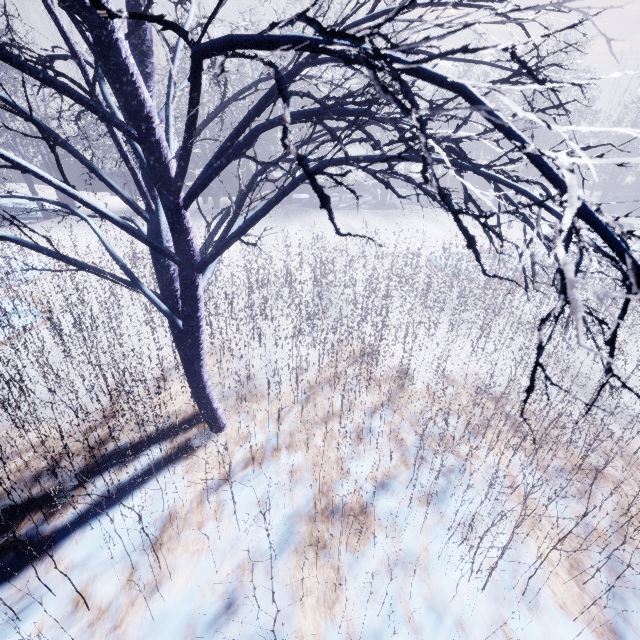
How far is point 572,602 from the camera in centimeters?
229cm

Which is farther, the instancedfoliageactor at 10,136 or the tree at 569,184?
the instancedfoliageactor at 10,136

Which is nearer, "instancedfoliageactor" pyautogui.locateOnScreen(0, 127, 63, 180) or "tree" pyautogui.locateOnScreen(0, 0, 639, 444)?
"tree" pyautogui.locateOnScreen(0, 0, 639, 444)
